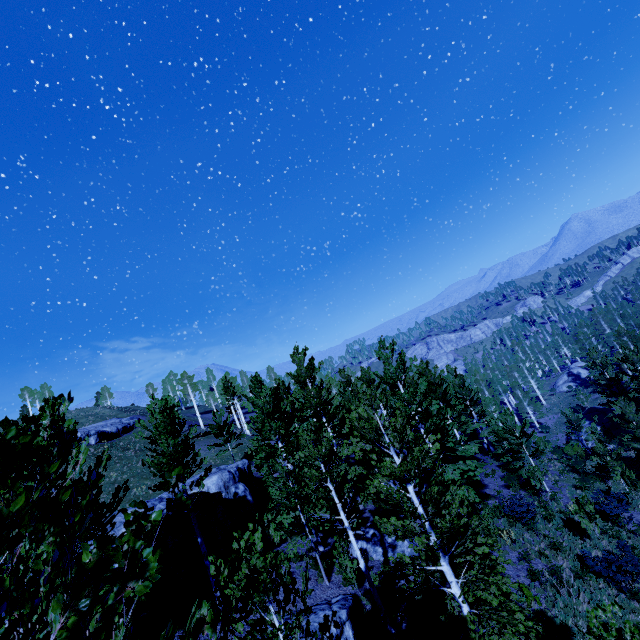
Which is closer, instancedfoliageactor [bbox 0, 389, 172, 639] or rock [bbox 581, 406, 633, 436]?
instancedfoliageactor [bbox 0, 389, 172, 639]

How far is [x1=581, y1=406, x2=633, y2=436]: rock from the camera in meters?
38.7 m

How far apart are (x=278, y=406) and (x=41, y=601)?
18.5 meters

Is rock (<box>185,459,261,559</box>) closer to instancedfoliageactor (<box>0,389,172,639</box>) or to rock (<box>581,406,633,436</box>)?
instancedfoliageactor (<box>0,389,172,639</box>)

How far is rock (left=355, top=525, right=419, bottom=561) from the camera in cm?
1672

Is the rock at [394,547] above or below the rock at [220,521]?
below

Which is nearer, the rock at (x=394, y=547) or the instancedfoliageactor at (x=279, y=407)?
the instancedfoliageactor at (x=279, y=407)

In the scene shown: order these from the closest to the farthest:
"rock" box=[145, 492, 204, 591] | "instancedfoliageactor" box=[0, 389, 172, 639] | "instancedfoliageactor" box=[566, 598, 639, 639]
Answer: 1. "instancedfoliageactor" box=[0, 389, 172, 639]
2. "instancedfoliageactor" box=[566, 598, 639, 639]
3. "rock" box=[145, 492, 204, 591]
